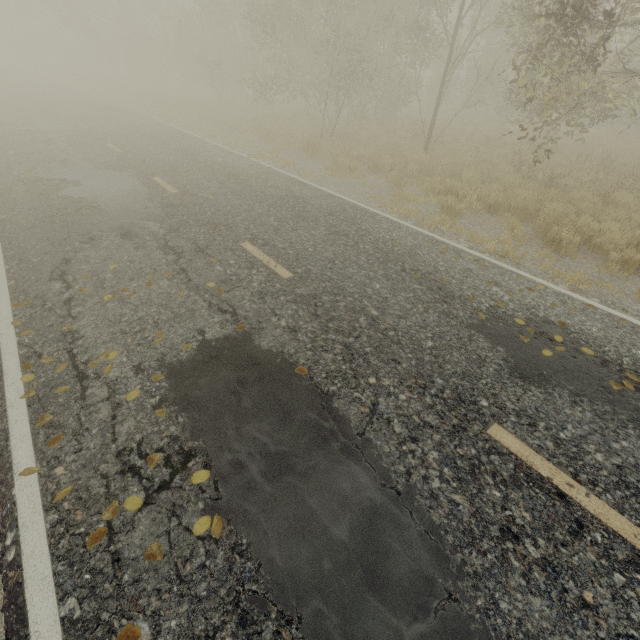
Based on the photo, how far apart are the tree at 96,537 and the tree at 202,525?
0.6 meters

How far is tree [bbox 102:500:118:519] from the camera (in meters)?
2.54

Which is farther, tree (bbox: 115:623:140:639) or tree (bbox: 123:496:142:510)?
tree (bbox: 123:496:142:510)

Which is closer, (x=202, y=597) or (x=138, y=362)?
(x=202, y=597)

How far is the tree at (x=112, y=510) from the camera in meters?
2.5 m

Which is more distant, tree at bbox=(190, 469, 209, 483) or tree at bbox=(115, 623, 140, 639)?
tree at bbox=(190, 469, 209, 483)

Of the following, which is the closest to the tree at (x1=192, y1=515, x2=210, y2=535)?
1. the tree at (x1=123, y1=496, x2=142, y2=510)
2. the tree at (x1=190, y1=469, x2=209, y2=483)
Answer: the tree at (x1=123, y1=496, x2=142, y2=510)
